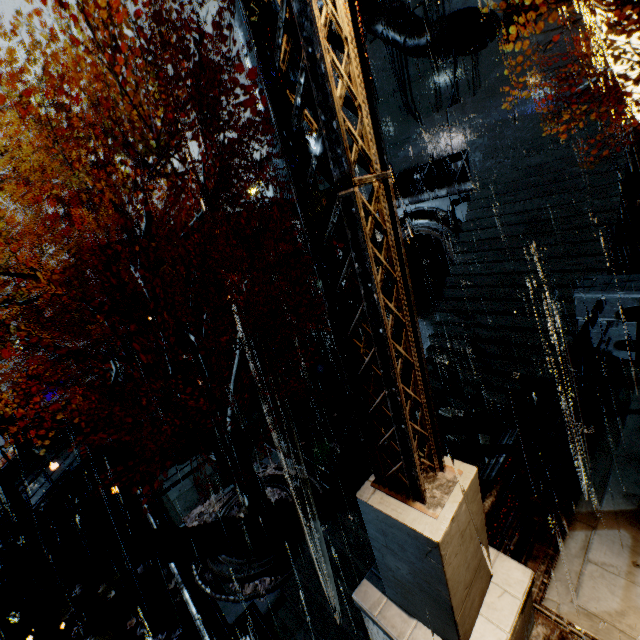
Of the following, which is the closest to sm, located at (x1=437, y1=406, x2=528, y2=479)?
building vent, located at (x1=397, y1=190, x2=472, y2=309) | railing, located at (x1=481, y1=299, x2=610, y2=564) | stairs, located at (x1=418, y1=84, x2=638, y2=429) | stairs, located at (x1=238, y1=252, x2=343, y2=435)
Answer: stairs, located at (x1=418, y1=84, x2=638, y2=429)

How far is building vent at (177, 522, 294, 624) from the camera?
8.41m

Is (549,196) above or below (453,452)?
above

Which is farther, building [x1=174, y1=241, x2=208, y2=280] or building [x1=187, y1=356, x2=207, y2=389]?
building [x1=187, y1=356, x2=207, y2=389]

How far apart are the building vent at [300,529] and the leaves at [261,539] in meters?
0.0 m

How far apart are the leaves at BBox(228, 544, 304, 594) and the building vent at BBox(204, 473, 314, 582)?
0.0 meters

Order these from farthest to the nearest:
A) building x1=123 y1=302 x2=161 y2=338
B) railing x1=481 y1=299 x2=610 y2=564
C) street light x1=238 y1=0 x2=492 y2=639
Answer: building x1=123 y1=302 x2=161 y2=338
railing x1=481 y1=299 x2=610 y2=564
street light x1=238 y1=0 x2=492 y2=639

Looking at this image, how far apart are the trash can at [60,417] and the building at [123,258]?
9.1m
